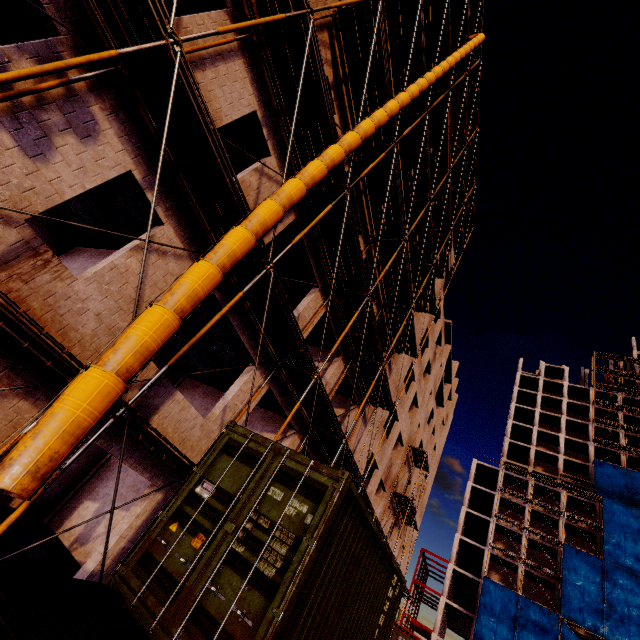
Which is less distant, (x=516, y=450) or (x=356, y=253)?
(x=356, y=253)

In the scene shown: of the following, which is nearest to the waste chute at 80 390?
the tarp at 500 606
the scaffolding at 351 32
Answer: the scaffolding at 351 32

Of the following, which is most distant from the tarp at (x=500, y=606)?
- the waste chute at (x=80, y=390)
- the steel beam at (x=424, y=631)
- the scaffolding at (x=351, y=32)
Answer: the waste chute at (x=80, y=390)

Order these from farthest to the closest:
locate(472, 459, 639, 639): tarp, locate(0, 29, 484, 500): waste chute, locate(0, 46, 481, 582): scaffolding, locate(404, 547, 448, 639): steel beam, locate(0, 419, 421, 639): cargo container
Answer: locate(404, 547, 448, 639): steel beam < locate(472, 459, 639, 639): tarp < locate(0, 46, 481, 582): scaffolding < locate(0, 419, 421, 639): cargo container < locate(0, 29, 484, 500): waste chute

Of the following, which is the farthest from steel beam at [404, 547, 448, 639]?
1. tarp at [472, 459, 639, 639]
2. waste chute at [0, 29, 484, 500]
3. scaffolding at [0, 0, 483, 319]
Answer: waste chute at [0, 29, 484, 500]

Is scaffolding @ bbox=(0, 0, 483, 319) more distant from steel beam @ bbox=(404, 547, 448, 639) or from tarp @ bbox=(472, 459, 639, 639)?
steel beam @ bbox=(404, 547, 448, 639)

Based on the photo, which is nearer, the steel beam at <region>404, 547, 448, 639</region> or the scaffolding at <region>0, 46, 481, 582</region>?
the scaffolding at <region>0, 46, 481, 582</region>

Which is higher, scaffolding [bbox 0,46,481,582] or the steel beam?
scaffolding [bbox 0,46,481,582]
